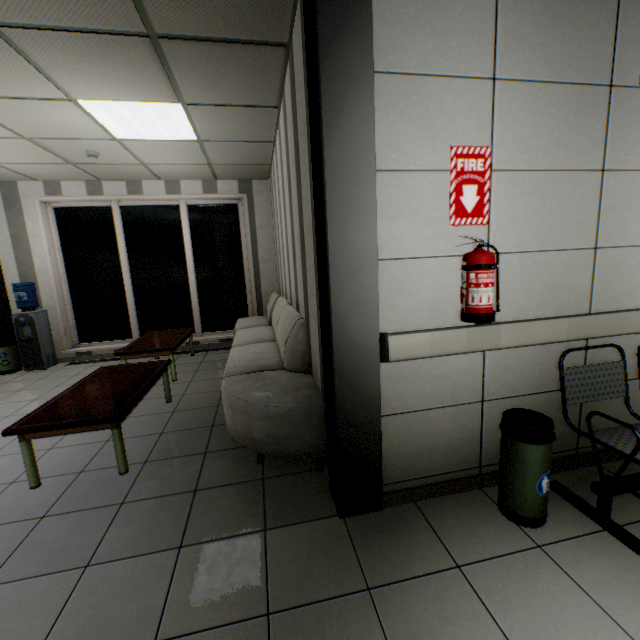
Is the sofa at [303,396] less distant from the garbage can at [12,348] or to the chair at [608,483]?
the chair at [608,483]

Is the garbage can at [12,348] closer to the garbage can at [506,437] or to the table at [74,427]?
the table at [74,427]

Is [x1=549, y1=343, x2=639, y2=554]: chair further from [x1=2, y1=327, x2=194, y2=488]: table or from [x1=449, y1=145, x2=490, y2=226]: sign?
[x1=2, y1=327, x2=194, y2=488]: table

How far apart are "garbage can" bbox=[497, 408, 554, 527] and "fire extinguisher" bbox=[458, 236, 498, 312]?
0.7 meters

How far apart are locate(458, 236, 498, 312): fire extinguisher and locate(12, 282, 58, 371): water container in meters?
6.8 m

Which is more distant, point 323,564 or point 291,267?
point 291,267

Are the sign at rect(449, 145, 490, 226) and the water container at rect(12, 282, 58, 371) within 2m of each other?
no

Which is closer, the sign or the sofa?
the sign
